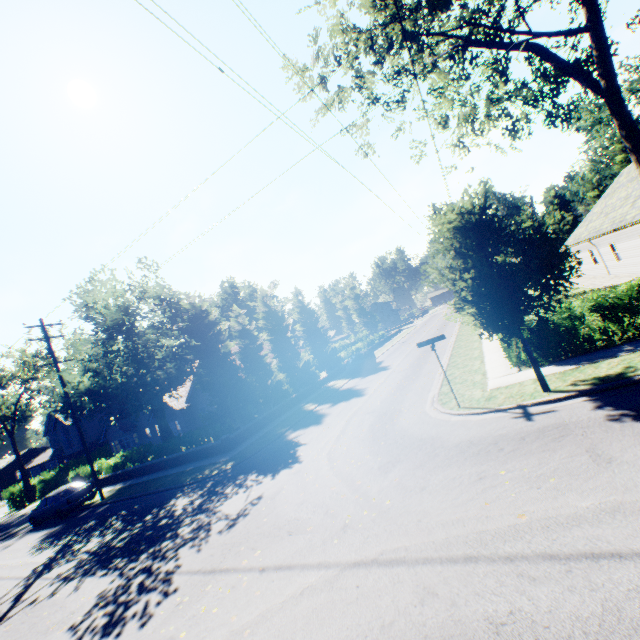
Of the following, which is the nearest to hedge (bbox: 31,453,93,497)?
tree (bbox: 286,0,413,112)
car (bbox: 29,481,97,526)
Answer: tree (bbox: 286,0,413,112)

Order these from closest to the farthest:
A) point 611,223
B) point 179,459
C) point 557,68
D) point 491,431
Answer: point 491,431, point 557,68, point 179,459, point 611,223

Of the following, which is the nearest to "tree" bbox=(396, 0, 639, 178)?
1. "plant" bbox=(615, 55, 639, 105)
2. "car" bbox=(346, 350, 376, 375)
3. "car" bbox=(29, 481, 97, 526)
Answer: "plant" bbox=(615, 55, 639, 105)

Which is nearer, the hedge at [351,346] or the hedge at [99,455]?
the hedge at [99,455]

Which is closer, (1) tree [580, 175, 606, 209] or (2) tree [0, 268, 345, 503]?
(2) tree [0, 268, 345, 503]

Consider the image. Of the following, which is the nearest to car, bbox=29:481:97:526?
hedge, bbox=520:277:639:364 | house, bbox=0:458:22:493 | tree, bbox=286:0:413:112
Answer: tree, bbox=286:0:413:112

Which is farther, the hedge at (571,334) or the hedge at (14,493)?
the hedge at (14,493)

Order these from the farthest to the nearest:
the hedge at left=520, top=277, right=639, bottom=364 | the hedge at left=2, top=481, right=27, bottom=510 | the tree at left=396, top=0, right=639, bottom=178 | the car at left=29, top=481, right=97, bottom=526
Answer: the hedge at left=2, top=481, right=27, bottom=510 → the car at left=29, top=481, right=97, bottom=526 → the tree at left=396, top=0, right=639, bottom=178 → the hedge at left=520, top=277, right=639, bottom=364
